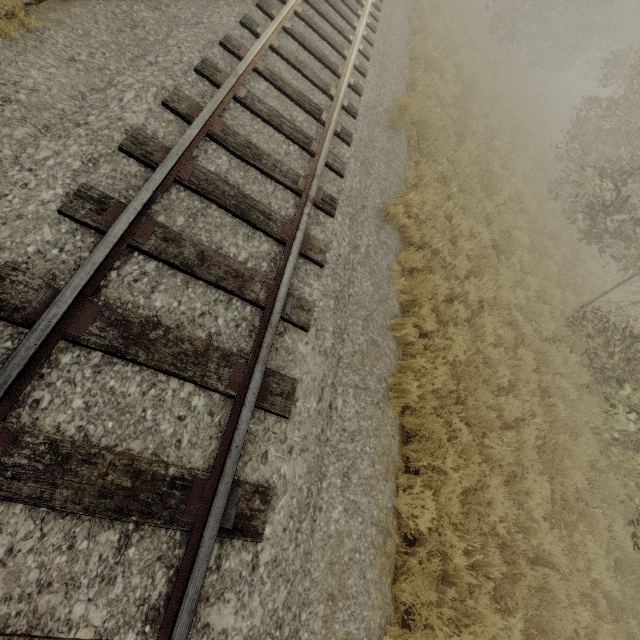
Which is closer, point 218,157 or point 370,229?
point 218,157
